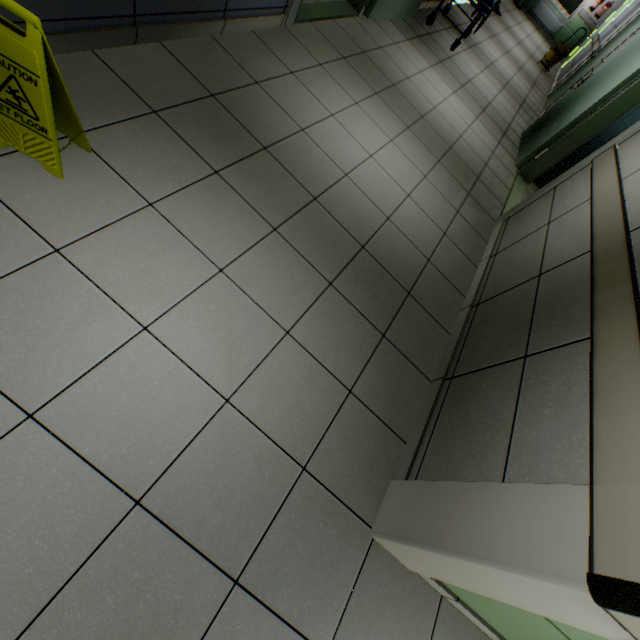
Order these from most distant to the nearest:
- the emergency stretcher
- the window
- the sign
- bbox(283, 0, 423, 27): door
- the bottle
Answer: the window, the bottle, the emergency stretcher, bbox(283, 0, 423, 27): door, the sign

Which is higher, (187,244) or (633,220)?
(633,220)

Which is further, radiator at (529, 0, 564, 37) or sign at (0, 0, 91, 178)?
radiator at (529, 0, 564, 37)

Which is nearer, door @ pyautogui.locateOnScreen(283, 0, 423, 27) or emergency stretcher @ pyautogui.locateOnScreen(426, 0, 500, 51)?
door @ pyautogui.locateOnScreen(283, 0, 423, 27)

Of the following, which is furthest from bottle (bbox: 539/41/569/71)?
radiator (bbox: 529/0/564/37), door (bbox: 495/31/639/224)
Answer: door (bbox: 495/31/639/224)

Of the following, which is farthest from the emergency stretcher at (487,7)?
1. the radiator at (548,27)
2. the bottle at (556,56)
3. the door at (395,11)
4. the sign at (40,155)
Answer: the radiator at (548,27)

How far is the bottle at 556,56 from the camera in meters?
8.8

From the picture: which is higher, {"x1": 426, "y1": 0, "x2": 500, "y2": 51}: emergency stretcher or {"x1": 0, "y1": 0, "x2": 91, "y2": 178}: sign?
{"x1": 426, "y1": 0, "x2": 500, "y2": 51}: emergency stretcher
